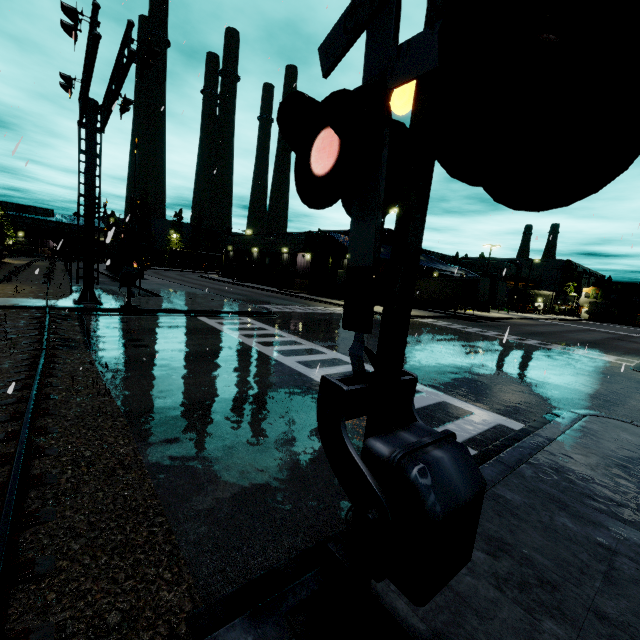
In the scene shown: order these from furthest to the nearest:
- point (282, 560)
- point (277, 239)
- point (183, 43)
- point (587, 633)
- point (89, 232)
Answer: point (277, 239) < point (89, 232) < point (183, 43) < point (282, 560) < point (587, 633)

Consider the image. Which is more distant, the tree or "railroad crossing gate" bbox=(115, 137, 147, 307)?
the tree

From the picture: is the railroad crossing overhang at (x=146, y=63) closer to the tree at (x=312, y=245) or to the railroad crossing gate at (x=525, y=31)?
the railroad crossing gate at (x=525, y=31)

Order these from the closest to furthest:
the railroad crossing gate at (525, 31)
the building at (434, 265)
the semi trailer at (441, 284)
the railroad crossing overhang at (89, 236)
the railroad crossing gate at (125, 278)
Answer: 1. the railroad crossing gate at (525, 31)
2. the railroad crossing overhang at (89, 236)
3. the railroad crossing gate at (125, 278)
4. the semi trailer at (441, 284)
5. the building at (434, 265)

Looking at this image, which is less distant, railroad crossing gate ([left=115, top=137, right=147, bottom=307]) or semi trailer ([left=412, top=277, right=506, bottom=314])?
railroad crossing gate ([left=115, top=137, right=147, bottom=307])

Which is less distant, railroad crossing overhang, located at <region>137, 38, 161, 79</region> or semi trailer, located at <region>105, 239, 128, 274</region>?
railroad crossing overhang, located at <region>137, 38, 161, 79</region>

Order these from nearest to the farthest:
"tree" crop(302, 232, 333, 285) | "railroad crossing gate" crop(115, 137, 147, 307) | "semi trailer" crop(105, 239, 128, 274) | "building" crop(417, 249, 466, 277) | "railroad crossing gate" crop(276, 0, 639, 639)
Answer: "railroad crossing gate" crop(276, 0, 639, 639), "railroad crossing gate" crop(115, 137, 147, 307), "semi trailer" crop(105, 239, 128, 274), "tree" crop(302, 232, 333, 285), "building" crop(417, 249, 466, 277)

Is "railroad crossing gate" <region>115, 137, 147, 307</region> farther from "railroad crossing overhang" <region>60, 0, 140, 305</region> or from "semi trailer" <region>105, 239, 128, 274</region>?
"semi trailer" <region>105, 239, 128, 274</region>
